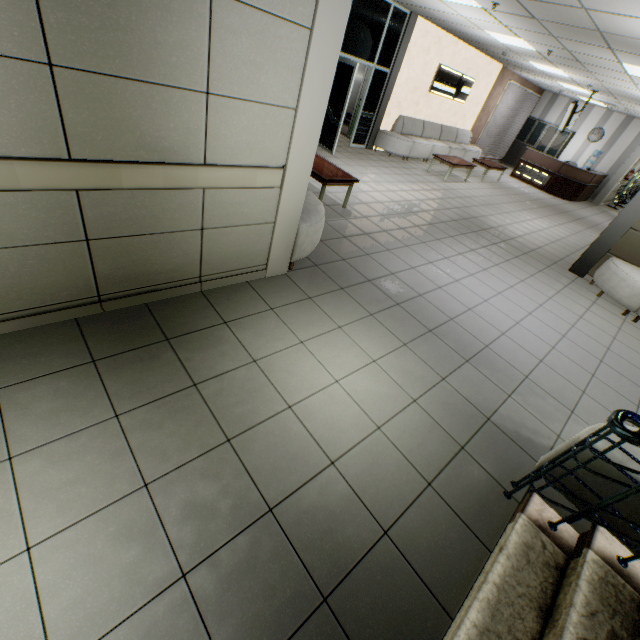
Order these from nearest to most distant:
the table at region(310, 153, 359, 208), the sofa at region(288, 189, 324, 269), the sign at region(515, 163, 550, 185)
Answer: the sofa at region(288, 189, 324, 269)
the table at region(310, 153, 359, 208)
the sign at region(515, 163, 550, 185)

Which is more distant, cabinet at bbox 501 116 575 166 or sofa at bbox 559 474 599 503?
cabinet at bbox 501 116 575 166

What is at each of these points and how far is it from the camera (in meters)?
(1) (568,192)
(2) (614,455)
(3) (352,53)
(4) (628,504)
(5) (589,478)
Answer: (1) desk, 13.17
(2) sofa, 2.06
(3) doorway, 8.00
(4) sofa, 2.02
(5) sofa, 2.14

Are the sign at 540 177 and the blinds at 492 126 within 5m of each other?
yes

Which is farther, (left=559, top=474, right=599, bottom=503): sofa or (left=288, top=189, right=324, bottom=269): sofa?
(left=288, top=189, right=324, bottom=269): sofa

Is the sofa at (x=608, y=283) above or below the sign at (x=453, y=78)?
below

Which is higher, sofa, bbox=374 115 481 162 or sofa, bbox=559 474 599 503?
sofa, bbox=374 115 481 162

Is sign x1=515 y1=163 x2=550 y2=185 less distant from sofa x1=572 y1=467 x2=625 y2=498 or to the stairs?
sofa x1=572 y1=467 x2=625 y2=498
